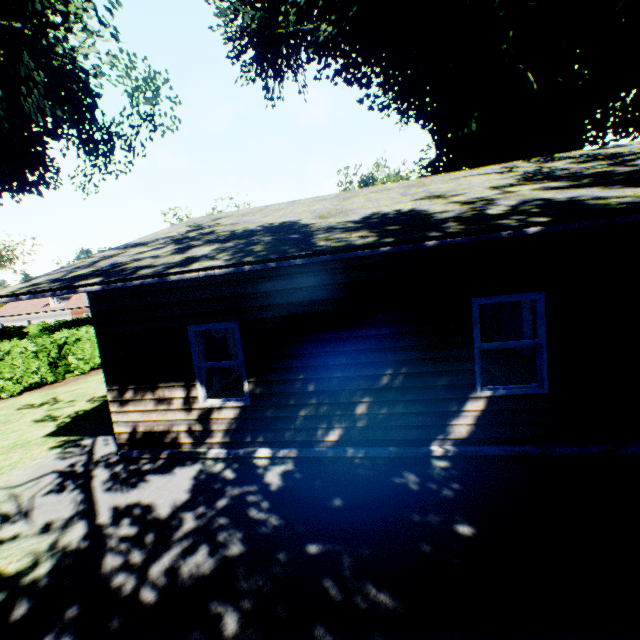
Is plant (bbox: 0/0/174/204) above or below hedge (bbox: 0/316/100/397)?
above

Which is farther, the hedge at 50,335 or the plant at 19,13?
the hedge at 50,335

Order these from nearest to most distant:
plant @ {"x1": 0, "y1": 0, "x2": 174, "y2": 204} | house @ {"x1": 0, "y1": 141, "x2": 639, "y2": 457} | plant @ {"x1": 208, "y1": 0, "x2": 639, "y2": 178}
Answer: house @ {"x1": 0, "y1": 141, "x2": 639, "y2": 457} < plant @ {"x1": 0, "y1": 0, "x2": 174, "y2": 204} < plant @ {"x1": 208, "y1": 0, "x2": 639, "y2": 178}

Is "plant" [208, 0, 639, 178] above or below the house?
above

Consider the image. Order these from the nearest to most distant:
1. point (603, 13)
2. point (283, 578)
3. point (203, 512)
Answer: point (283, 578) < point (203, 512) < point (603, 13)

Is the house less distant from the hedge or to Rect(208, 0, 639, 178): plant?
Rect(208, 0, 639, 178): plant

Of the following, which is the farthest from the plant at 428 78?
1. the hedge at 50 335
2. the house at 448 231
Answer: the hedge at 50 335
